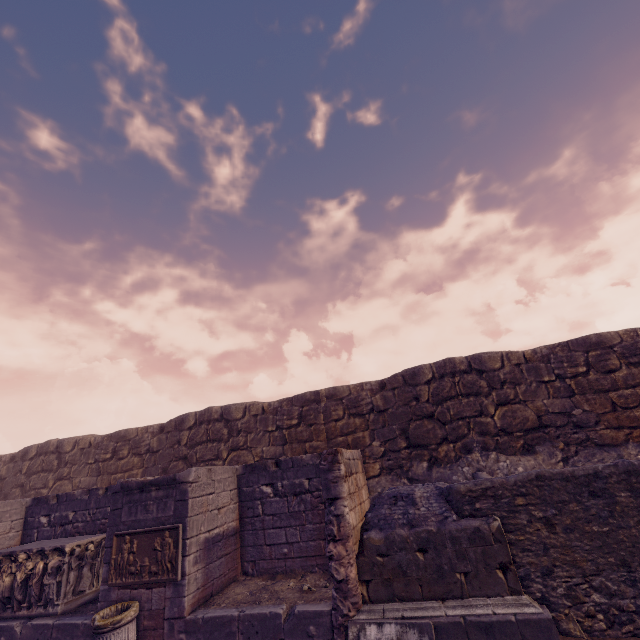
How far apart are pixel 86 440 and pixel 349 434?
→ 11.31m

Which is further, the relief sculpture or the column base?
the relief sculpture

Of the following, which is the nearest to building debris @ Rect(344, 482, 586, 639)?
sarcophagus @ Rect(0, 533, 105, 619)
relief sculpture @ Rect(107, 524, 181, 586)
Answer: relief sculpture @ Rect(107, 524, 181, 586)

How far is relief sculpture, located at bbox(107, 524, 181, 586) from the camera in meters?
5.8

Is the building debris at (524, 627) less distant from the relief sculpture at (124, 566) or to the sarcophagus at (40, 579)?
the relief sculpture at (124, 566)

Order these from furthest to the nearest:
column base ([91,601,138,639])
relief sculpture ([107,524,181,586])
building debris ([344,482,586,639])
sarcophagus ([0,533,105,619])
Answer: sarcophagus ([0,533,105,619]), relief sculpture ([107,524,181,586]), column base ([91,601,138,639]), building debris ([344,482,586,639])

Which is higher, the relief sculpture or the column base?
the relief sculpture

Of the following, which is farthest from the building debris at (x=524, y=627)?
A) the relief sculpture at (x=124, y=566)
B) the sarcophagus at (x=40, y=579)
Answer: the sarcophagus at (x=40, y=579)
